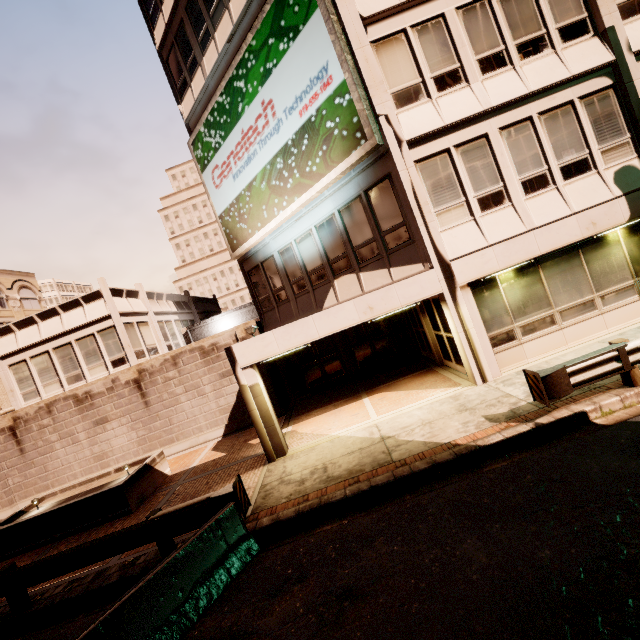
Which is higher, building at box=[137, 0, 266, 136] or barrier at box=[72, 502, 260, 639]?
building at box=[137, 0, 266, 136]

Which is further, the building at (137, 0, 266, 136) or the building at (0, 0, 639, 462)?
the building at (137, 0, 266, 136)

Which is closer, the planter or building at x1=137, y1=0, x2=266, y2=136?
the planter

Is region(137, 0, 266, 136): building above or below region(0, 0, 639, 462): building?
above

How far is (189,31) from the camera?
14.2 meters

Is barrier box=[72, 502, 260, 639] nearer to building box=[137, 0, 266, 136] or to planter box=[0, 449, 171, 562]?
building box=[137, 0, 266, 136]

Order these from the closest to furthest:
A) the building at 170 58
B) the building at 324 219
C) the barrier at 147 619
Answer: the barrier at 147 619 < the building at 324 219 < the building at 170 58

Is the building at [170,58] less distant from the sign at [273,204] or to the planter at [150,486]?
the sign at [273,204]
